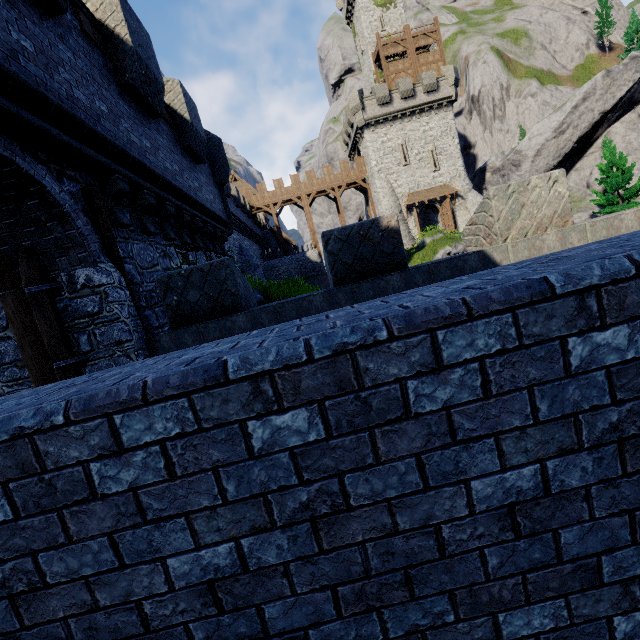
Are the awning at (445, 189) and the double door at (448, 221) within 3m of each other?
yes

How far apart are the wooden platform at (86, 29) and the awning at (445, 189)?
32.5m

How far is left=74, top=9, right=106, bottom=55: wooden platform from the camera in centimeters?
542cm

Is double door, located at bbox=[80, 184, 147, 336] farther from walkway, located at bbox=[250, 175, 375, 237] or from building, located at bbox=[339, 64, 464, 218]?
walkway, located at bbox=[250, 175, 375, 237]

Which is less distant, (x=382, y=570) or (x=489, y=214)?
(x=382, y=570)

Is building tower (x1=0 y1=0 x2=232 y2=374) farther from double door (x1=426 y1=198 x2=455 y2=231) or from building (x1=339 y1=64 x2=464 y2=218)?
double door (x1=426 y1=198 x2=455 y2=231)

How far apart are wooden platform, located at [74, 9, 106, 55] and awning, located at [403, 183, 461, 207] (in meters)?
32.46

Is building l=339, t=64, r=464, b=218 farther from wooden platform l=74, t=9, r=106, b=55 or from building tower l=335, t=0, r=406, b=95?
wooden platform l=74, t=9, r=106, b=55
